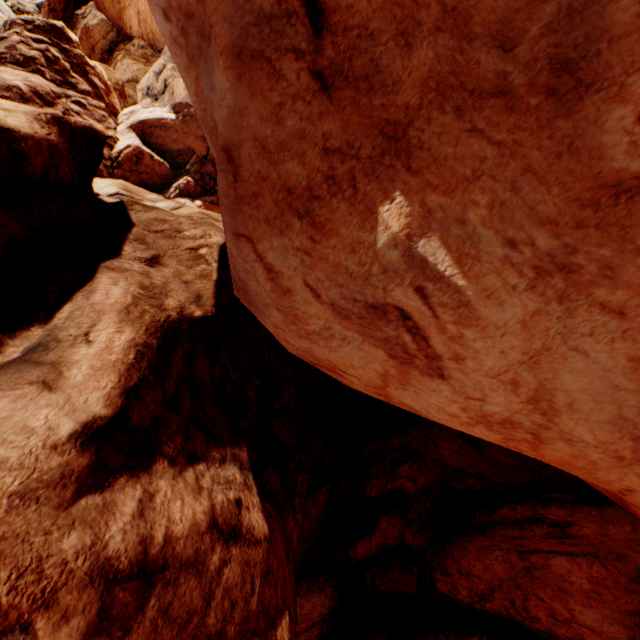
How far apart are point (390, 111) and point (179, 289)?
5.2m
